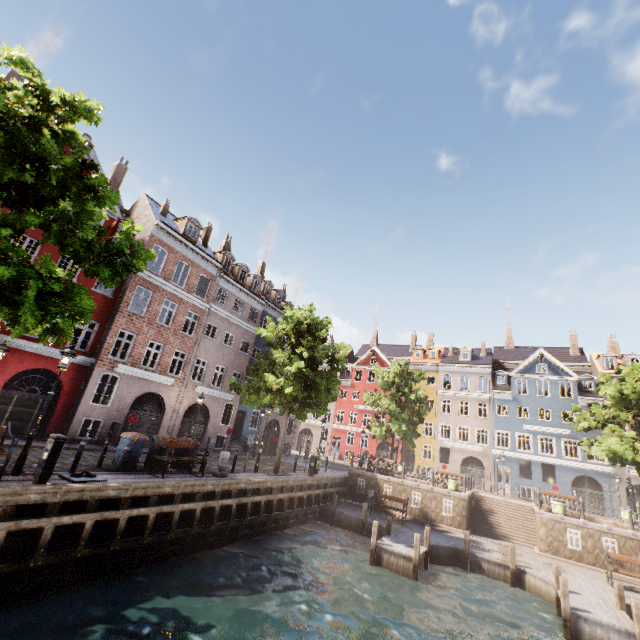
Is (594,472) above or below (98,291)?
below

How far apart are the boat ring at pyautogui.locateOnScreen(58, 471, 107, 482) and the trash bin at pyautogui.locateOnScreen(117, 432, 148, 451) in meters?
1.8

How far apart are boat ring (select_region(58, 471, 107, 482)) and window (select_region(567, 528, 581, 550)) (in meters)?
22.68

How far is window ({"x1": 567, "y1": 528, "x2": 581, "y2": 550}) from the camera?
17.3 meters

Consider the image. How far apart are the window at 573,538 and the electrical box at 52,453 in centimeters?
2397cm

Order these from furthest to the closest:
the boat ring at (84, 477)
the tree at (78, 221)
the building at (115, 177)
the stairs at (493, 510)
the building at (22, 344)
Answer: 1. the building at (115, 177)
2. the stairs at (493, 510)
3. the building at (22, 344)
4. the boat ring at (84, 477)
5. the tree at (78, 221)

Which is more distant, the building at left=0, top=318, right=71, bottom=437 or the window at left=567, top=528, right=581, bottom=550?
the window at left=567, top=528, right=581, bottom=550

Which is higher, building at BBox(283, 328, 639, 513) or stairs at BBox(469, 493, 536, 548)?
building at BBox(283, 328, 639, 513)
